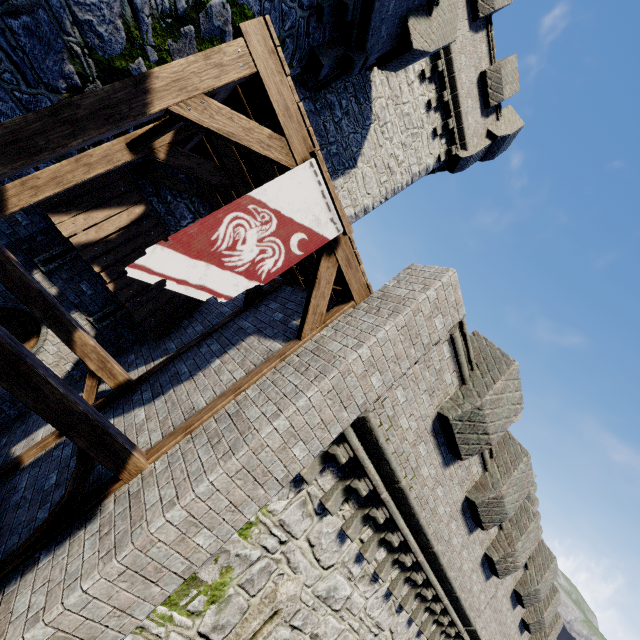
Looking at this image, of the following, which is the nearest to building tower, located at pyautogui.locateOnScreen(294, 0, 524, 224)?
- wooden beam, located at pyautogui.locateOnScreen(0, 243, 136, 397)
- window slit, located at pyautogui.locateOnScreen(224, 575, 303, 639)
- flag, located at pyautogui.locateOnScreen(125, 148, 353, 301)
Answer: wooden beam, located at pyautogui.locateOnScreen(0, 243, 136, 397)

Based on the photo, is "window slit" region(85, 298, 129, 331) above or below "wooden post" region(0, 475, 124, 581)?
above

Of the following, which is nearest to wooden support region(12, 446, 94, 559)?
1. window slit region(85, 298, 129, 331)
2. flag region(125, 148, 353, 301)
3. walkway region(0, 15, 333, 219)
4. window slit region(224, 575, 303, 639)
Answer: walkway region(0, 15, 333, 219)

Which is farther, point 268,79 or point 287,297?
point 287,297

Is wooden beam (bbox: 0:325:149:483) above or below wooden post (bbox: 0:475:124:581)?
above

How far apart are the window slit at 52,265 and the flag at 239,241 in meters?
5.5

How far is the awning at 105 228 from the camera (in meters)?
6.81

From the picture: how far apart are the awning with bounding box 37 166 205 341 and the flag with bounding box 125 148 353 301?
4.5m
